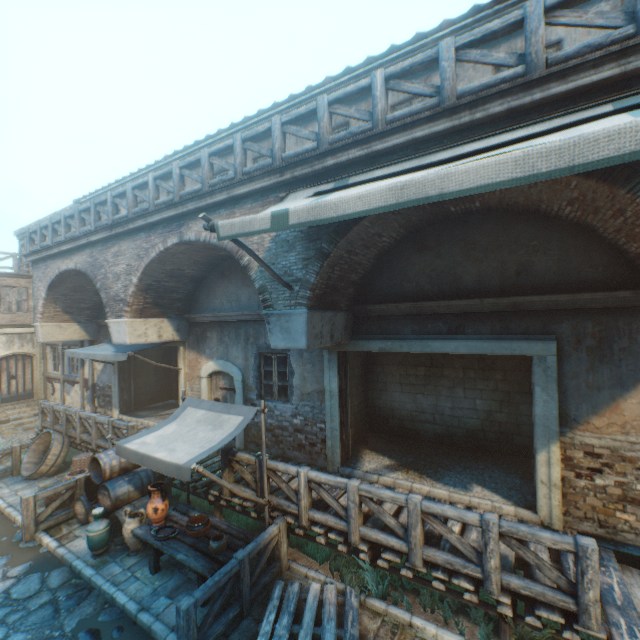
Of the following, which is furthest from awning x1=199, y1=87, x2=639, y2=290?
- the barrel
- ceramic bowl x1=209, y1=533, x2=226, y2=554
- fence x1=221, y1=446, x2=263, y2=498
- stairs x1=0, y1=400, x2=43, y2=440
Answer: stairs x1=0, y1=400, x2=43, y2=440

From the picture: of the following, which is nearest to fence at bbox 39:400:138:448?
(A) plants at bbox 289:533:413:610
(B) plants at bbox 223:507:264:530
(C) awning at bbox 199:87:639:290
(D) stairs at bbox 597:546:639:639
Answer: (B) plants at bbox 223:507:264:530

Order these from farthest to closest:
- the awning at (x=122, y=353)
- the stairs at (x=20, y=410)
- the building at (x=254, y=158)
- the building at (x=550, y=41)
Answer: the stairs at (x=20, y=410) < the awning at (x=122, y=353) < the building at (x=254, y=158) < the building at (x=550, y=41)

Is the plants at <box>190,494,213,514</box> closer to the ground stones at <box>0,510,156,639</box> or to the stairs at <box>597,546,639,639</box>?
the ground stones at <box>0,510,156,639</box>

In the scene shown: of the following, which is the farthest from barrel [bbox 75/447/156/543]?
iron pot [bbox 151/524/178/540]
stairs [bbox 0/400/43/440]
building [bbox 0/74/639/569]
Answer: stairs [bbox 0/400/43/440]

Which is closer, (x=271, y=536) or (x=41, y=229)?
(x=271, y=536)

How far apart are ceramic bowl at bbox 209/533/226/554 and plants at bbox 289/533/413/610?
1.76m

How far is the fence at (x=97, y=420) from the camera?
9.1 meters
